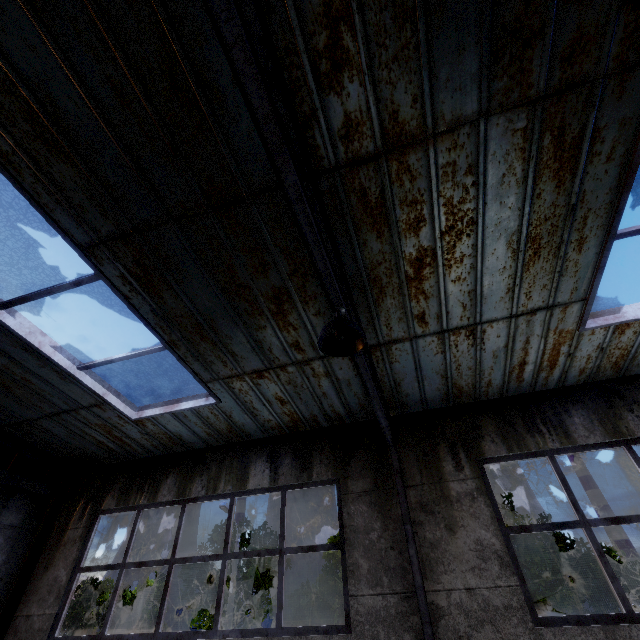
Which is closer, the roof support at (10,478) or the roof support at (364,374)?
the roof support at (364,374)

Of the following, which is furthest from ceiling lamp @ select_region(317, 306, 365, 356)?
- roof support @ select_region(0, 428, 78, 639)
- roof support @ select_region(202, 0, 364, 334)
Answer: roof support @ select_region(0, 428, 78, 639)

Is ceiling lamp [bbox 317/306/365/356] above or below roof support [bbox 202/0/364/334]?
below

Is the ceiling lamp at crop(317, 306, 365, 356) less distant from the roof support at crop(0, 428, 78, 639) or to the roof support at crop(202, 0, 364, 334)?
the roof support at crop(202, 0, 364, 334)

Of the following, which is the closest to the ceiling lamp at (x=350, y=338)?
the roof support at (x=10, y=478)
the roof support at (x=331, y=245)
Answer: the roof support at (x=331, y=245)

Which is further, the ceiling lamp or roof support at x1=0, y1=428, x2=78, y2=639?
roof support at x1=0, y1=428, x2=78, y2=639

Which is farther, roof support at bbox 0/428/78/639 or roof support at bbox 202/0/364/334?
roof support at bbox 0/428/78/639

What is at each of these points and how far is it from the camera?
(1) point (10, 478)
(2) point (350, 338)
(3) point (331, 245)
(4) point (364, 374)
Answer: (1) roof support, 6.60m
(2) ceiling lamp, 2.99m
(3) roof support, 3.57m
(4) roof support, 3.94m
